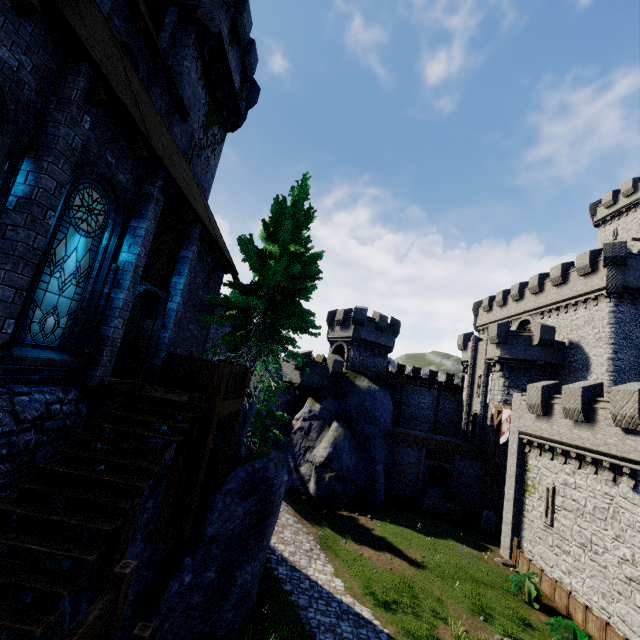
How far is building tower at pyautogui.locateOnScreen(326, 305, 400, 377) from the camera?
34.0 meters

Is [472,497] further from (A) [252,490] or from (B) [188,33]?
(B) [188,33]

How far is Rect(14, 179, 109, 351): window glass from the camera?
6.24m

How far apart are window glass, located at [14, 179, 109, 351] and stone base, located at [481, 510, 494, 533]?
29.9 meters

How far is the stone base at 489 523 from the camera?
24.88m

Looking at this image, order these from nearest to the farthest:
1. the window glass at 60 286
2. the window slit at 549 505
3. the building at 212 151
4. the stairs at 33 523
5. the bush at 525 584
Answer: the stairs at 33 523 < the building at 212 151 < the window glass at 60 286 < the bush at 525 584 < the window slit at 549 505

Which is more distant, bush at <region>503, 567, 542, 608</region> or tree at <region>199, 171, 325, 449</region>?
bush at <region>503, 567, 542, 608</region>

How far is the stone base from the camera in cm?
2488
